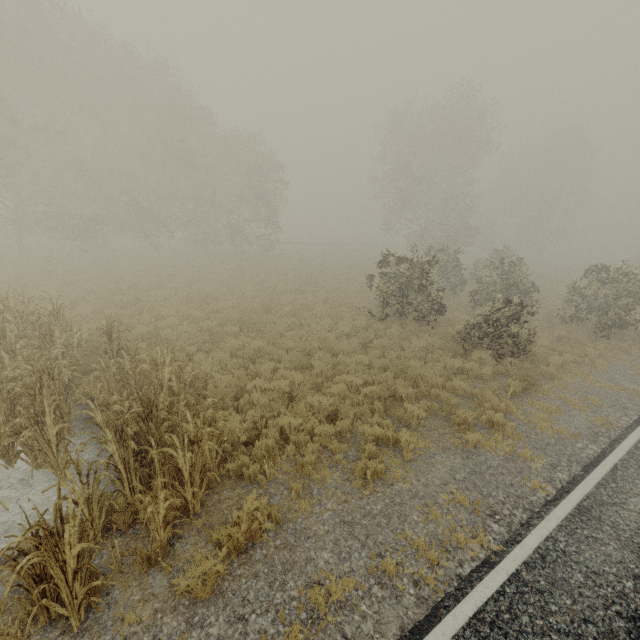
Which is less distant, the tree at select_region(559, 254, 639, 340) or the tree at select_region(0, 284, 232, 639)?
→ the tree at select_region(0, 284, 232, 639)

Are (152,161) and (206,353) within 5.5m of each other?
no

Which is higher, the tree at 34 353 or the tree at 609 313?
the tree at 609 313

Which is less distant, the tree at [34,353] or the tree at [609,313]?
the tree at [34,353]

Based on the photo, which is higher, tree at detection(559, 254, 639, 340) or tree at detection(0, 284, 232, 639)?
tree at detection(559, 254, 639, 340)
